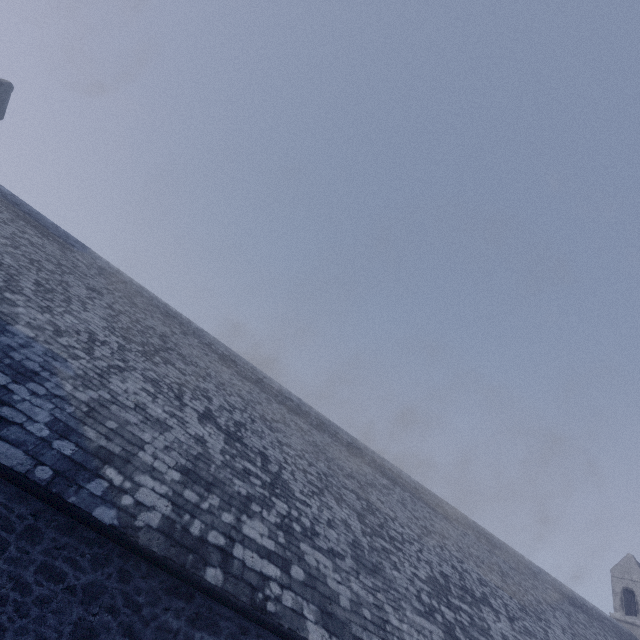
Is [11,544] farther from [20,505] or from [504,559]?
[504,559]

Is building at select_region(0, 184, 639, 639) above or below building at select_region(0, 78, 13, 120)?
below

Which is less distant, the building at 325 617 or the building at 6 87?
the building at 325 617

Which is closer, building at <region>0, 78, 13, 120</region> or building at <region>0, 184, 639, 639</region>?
building at <region>0, 184, 639, 639</region>

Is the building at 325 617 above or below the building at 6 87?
below
